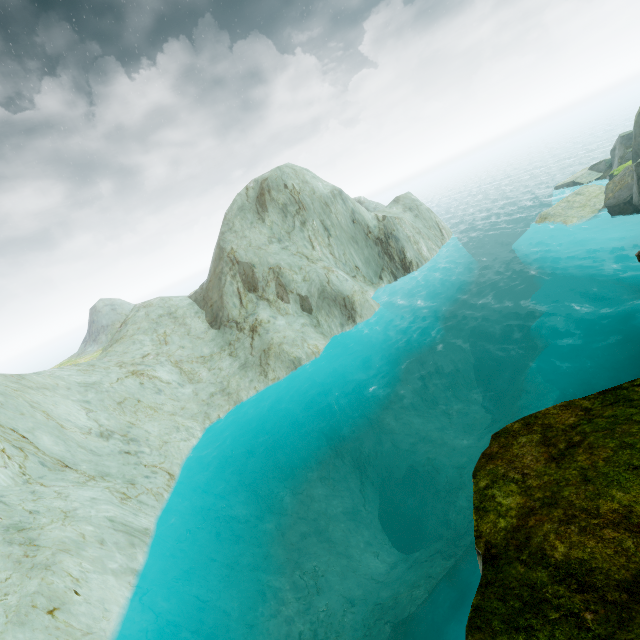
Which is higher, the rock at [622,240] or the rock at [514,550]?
the rock at [514,550]

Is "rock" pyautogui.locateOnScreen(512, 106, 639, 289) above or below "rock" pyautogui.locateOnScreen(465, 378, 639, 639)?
below

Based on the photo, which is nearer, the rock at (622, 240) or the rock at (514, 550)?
the rock at (514, 550)

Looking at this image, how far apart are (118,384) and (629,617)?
21.17m

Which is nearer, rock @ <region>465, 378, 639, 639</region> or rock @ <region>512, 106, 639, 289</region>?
rock @ <region>465, 378, 639, 639</region>
